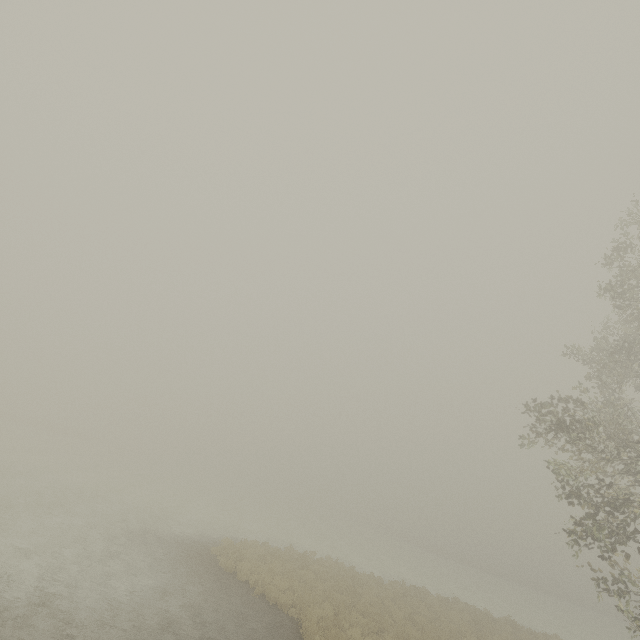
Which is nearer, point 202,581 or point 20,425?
point 202,581
